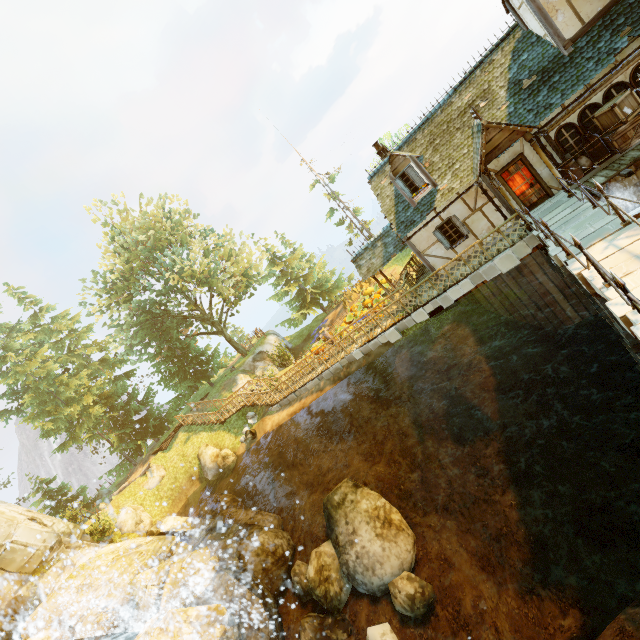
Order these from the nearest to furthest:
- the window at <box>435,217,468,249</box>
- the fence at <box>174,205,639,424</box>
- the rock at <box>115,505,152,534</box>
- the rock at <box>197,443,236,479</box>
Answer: the fence at <box>174,205,639,424</box>
the window at <box>435,217,468,249</box>
the rock at <box>115,505,152,534</box>
the rock at <box>197,443,236,479</box>

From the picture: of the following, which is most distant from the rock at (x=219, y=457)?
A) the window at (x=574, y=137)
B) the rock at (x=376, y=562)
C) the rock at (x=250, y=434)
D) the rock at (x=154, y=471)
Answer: the window at (x=574, y=137)

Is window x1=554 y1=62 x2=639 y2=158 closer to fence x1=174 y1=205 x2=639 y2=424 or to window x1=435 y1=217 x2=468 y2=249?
fence x1=174 y1=205 x2=639 y2=424

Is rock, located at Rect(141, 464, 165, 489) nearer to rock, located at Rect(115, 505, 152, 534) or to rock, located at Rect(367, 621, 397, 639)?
rock, located at Rect(115, 505, 152, 534)

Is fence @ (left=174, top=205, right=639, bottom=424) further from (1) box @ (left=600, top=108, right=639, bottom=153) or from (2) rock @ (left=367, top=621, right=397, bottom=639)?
(2) rock @ (left=367, top=621, right=397, bottom=639)

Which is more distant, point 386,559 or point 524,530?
point 386,559

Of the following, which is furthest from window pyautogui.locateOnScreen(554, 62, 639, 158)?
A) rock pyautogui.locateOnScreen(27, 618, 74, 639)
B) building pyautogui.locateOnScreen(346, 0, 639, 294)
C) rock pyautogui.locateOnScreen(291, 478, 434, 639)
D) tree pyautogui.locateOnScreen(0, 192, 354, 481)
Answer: rock pyautogui.locateOnScreen(27, 618, 74, 639)

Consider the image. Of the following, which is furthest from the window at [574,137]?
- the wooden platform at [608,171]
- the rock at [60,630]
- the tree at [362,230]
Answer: the rock at [60,630]
